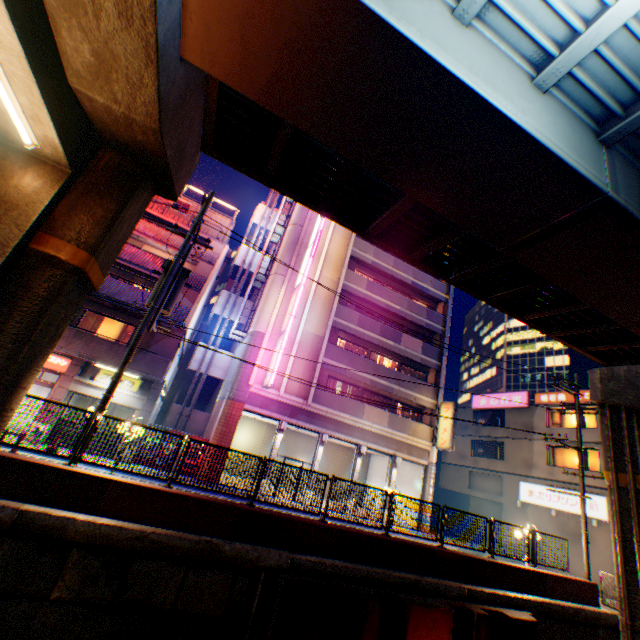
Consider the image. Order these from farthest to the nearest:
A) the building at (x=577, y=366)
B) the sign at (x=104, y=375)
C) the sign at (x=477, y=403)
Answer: the building at (x=577, y=366) < the sign at (x=477, y=403) < the sign at (x=104, y=375)

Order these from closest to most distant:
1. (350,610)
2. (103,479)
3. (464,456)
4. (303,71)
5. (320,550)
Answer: (303,71), (103,479), (350,610), (320,550), (464,456)

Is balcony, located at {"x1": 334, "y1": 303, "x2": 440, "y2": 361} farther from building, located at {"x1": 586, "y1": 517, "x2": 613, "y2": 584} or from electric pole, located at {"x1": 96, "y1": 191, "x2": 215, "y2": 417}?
building, located at {"x1": 586, "y1": 517, "x2": 613, "y2": 584}

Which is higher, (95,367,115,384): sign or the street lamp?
the street lamp

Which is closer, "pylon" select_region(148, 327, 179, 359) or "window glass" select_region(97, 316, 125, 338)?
"pylon" select_region(148, 327, 179, 359)

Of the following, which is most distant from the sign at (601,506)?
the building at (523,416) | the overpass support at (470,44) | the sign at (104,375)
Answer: the sign at (104,375)

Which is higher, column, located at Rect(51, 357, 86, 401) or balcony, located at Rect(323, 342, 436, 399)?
balcony, located at Rect(323, 342, 436, 399)

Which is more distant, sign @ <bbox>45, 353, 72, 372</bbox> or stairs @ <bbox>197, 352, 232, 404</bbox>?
stairs @ <bbox>197, 352, 232, 404</bbox>
